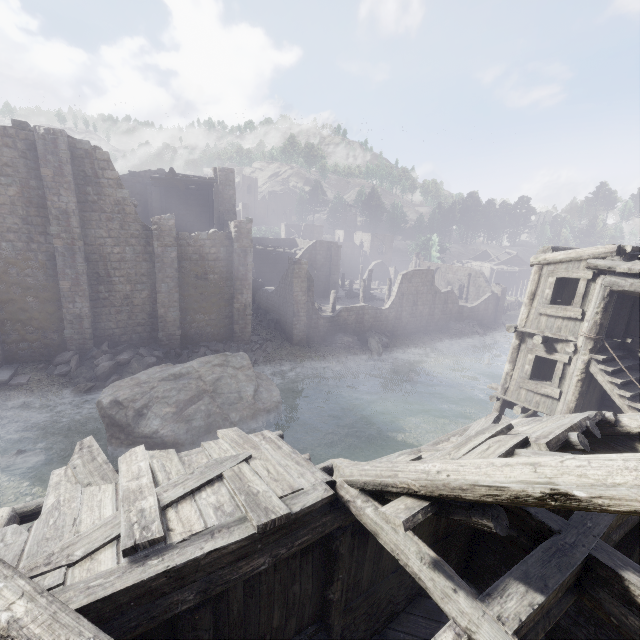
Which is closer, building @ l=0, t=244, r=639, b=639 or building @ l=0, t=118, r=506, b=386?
building @ l=0, t=244, r=639, b=639

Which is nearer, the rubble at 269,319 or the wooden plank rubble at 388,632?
the wooden plank rubble at 388,632

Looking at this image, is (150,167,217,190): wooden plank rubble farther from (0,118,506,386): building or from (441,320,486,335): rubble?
(441,320,486,335): rubble

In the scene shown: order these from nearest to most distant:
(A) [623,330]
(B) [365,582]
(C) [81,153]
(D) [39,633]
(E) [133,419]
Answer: (D) [39,633], (B) [365,582], (A) [623,330], (E) [133,419], (C) [81,153]

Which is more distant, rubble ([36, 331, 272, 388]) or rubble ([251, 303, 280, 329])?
rubble ([251, 303, 280, 329])

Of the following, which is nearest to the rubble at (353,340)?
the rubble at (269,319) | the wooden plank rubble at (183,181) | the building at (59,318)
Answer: the building at (59,318)

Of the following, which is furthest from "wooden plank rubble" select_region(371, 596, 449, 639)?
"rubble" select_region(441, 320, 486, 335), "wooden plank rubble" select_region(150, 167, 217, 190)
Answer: "rubble" select_region(441, 320, 486, 335)

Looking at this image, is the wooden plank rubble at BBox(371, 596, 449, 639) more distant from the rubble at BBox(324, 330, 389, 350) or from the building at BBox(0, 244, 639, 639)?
the rubble at BBox(324, 330, 389, 350)
